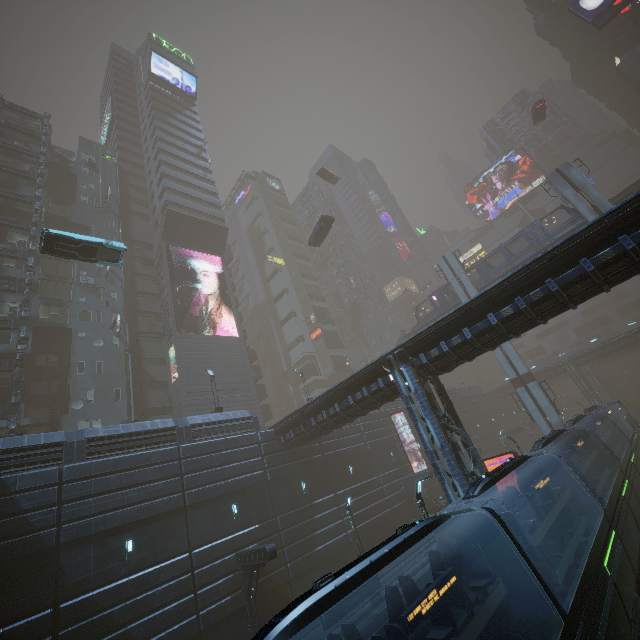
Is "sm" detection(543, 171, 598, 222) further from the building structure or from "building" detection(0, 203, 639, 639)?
the building structure

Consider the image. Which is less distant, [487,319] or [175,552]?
[487,319]

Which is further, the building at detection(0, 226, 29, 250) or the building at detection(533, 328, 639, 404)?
the building at detection(533, 328, 639, 404)

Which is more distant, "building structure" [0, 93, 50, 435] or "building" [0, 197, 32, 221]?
"building" [0, 197, 32, 221]

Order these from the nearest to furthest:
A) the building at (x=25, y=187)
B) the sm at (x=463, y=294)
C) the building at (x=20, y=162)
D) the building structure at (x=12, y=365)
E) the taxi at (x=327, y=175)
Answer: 1. the building structure at (x=12, y=365)
2. the building at (x=25, y=187)
3. the building at (x=20, y=162)
4. the sm at (x=463, y=294)
5. the taxi at (x=327, y=175)

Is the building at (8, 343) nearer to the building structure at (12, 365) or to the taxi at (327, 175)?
the building structure at (12, 365)

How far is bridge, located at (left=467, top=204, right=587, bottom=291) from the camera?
33.25m

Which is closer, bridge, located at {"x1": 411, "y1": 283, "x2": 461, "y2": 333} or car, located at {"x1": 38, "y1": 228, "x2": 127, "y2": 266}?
car, located at {"x1": 38, "y1": 228, "x2": 127, "y2": 266}
